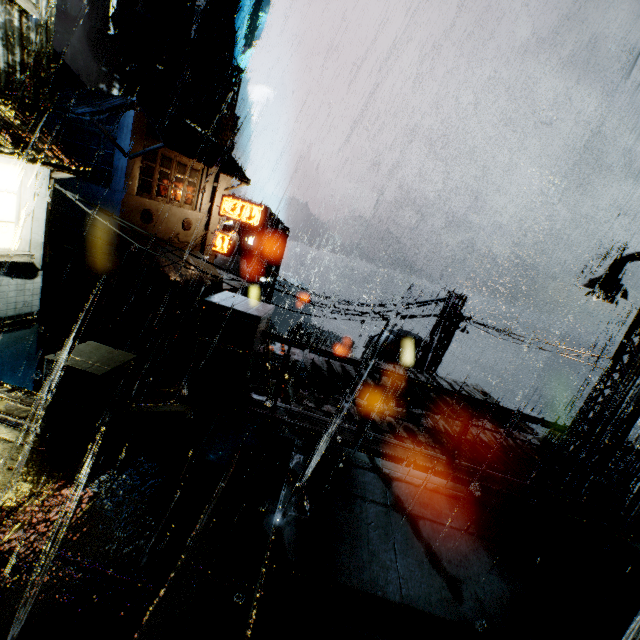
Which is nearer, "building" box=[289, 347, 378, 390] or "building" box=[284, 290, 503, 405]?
"building" box=[289, 347, 378, 390]

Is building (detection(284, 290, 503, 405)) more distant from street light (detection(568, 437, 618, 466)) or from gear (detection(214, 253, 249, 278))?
gear (detection(214, 253, 249, 278))

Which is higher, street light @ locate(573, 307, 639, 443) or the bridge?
street light @ locate(573, 307, 639, 443)

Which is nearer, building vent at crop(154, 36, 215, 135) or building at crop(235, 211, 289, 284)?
building vent at crop(154, 36, 215, 135)

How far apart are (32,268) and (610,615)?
12.24m

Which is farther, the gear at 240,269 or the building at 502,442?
the gear at 240,269

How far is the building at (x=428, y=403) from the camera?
9.48m
